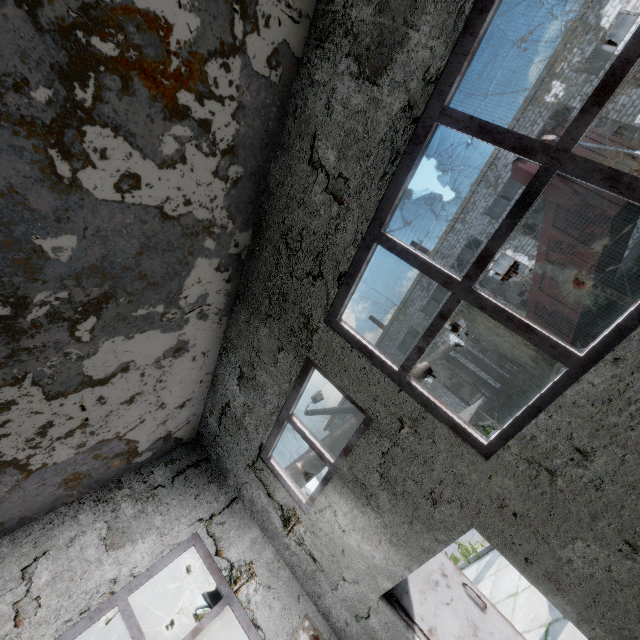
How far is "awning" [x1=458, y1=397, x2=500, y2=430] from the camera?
4.7 meters

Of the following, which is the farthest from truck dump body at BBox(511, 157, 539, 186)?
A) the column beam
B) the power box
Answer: the column beam

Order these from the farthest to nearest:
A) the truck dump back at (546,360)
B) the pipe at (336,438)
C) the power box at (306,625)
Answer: the truck dump back at (546,360), the pipe at (336,438), the power box at (306,625)

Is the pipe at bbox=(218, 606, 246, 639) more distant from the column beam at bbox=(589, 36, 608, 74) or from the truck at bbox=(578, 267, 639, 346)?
the column beam at bbox=(589, 36, 608, 74)

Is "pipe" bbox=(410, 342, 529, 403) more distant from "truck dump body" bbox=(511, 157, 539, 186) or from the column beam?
the column beam

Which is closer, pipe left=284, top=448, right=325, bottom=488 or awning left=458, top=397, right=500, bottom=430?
awning left=458, top=397, right=500, bottom=430

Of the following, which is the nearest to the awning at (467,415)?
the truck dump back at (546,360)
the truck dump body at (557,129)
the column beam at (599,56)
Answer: the truck dump body at (557,129)

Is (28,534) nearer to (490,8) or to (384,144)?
(384,144)
